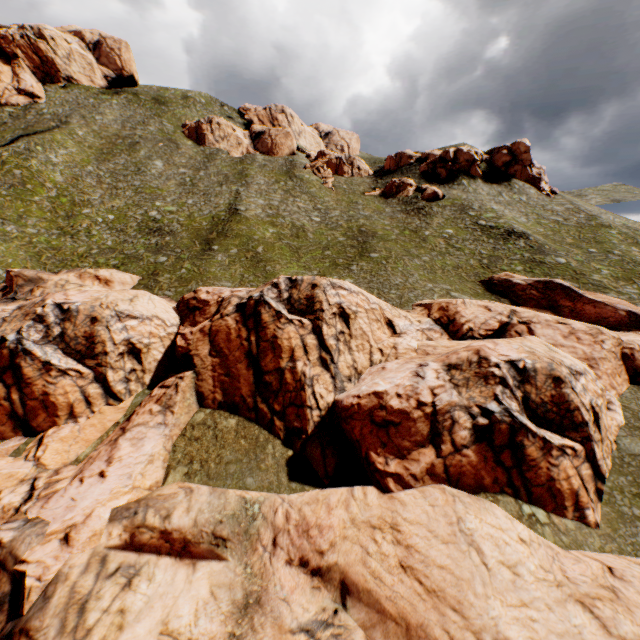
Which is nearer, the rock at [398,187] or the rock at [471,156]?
the rock at [398,187]

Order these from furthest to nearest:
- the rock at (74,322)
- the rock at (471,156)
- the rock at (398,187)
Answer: the rock at (471,156) → the rock at (398,187) → the rock at (74,322)

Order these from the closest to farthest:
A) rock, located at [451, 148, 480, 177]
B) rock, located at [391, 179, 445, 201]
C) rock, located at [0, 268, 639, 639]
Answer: rock, located at [0, 268, 639, 639], rock, located at [391, 179, 445, 201], rock, located at [451, 148, 480, 177]

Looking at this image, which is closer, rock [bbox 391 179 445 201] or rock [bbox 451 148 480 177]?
rock [bbox 391 179 445 201]

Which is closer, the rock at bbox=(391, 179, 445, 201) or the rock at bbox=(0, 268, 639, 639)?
the rock at bbox=(0, 268, 639, 639)

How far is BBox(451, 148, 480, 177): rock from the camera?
58.8 meters

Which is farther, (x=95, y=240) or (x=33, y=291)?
(x=95, y=240)
